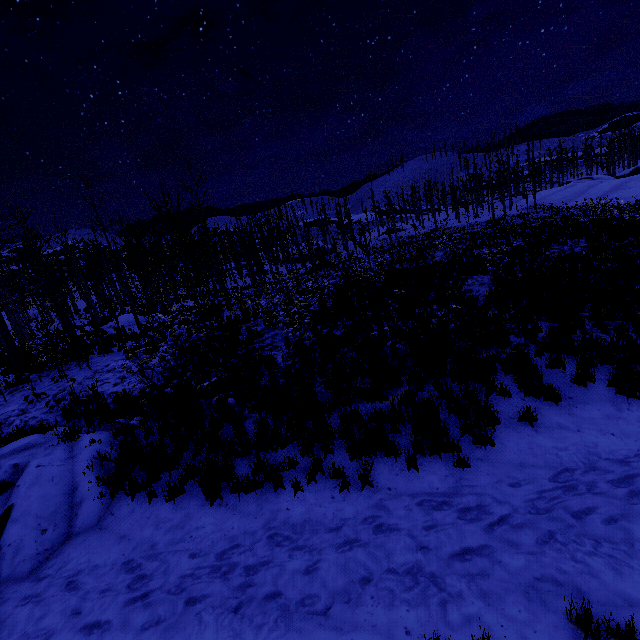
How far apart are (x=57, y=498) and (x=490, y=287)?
13.34m

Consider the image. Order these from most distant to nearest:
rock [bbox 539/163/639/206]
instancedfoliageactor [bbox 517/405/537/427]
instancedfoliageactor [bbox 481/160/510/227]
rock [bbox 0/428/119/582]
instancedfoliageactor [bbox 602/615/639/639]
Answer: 1. rock [bbox 539/163/639/206]
2. instancedfoliageactor [bbox 481/160/510/227]
3. instancedfoliageactor [bbox 517/405/537/427]
4. rock [bbox 0/428/119/582]
5. instancedfoliageactor [bbox 602/615/639/639]

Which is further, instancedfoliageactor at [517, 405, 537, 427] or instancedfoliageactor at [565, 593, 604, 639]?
instancedfoliageactor at [517, 405, 537, 427]

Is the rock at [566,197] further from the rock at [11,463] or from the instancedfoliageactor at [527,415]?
the rock at [11,463]

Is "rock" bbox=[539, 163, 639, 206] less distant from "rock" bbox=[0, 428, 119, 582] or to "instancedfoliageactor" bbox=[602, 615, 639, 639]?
"instancedfoliageactor" bbox=[602, 615, 639, 639]
